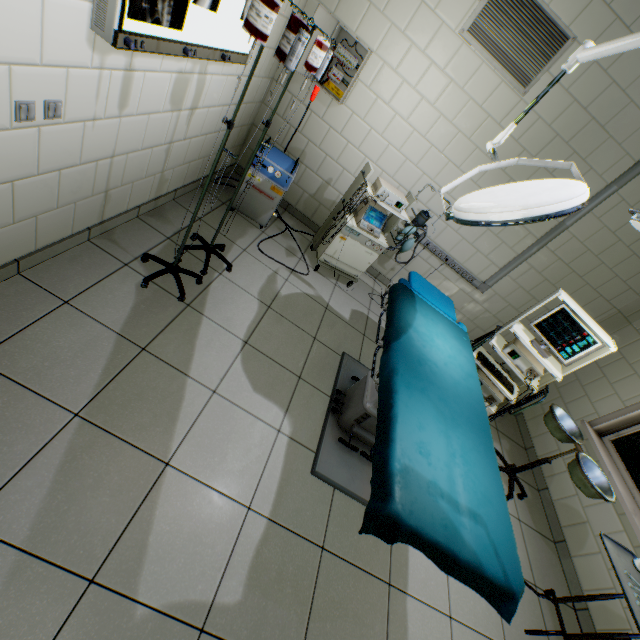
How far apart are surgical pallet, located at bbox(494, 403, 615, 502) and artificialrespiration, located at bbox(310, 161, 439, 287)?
2.1 meters

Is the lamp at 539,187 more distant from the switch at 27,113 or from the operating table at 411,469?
the switch at 27,113

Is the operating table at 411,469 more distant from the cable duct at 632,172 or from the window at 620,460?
the window at 620,460

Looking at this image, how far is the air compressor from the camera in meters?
3.1

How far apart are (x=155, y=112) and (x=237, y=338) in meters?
1.6

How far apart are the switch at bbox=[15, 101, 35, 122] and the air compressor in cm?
173

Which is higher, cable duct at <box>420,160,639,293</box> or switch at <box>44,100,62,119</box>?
cable duct at <box>420,160,639,293</box>

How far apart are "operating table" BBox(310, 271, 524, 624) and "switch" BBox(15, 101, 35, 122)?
2.0m
